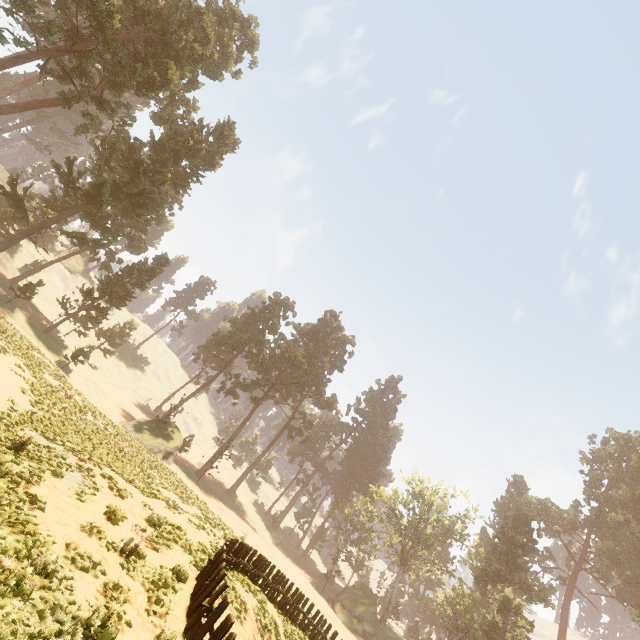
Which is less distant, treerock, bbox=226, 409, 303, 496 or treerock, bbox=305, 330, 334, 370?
treerock, bbox=226, 409, 303, 496

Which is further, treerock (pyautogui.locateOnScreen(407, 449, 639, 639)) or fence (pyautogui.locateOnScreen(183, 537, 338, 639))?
treerock (pyautogui.locateOnScreen(407, 449, 639, 639))

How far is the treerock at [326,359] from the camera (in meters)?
58.38

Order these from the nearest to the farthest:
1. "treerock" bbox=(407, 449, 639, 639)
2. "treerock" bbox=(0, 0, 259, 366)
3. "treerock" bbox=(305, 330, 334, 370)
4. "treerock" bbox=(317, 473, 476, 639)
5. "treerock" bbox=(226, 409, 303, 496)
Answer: "treerock" bbox=(0, 0, 259, 366) → "treerock" bbox=(407, 449, 639, 639) → "treerock" bbox=(317, 473, 476, 639) → "treerock" bbox=(226, 409, 303, 496) → "treerock" bbox=(305, 330, 334, 370)

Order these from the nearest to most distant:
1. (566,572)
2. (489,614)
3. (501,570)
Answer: (489,614)
(501,570)
(566,572)

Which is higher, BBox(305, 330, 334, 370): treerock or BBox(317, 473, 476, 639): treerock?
BBox(305, 330, 334, 370): treerock
